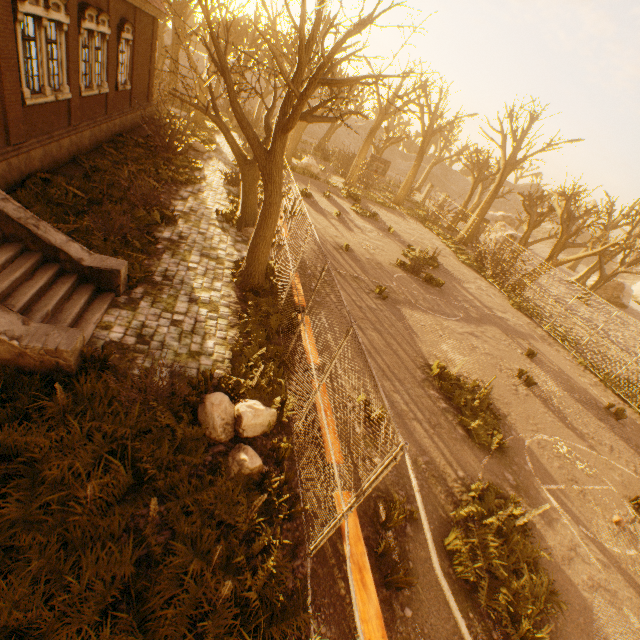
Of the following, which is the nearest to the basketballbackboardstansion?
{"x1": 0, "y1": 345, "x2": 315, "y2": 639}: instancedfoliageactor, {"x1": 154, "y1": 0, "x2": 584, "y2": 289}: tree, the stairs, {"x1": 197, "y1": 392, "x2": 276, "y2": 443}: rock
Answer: {"x1": 154, "y1": 0, "x2": 584, "y2": 289}: tree

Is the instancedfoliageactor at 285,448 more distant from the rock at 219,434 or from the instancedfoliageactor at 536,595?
the instancedfoliageactor at 536,595

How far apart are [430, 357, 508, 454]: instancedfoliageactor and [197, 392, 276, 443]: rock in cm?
528

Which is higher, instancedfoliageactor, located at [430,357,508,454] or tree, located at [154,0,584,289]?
tree, located at [154,0,584,289]

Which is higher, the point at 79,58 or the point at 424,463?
the point at 79,58

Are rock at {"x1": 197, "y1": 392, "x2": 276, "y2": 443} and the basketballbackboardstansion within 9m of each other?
no

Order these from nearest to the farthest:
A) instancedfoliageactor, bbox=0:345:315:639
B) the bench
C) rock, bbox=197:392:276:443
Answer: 1. instancedfoliageactor, bbox=0:345:315:639
2. the bench
3. rock, bbox=197:392:276:443

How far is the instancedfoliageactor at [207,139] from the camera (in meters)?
8.54
